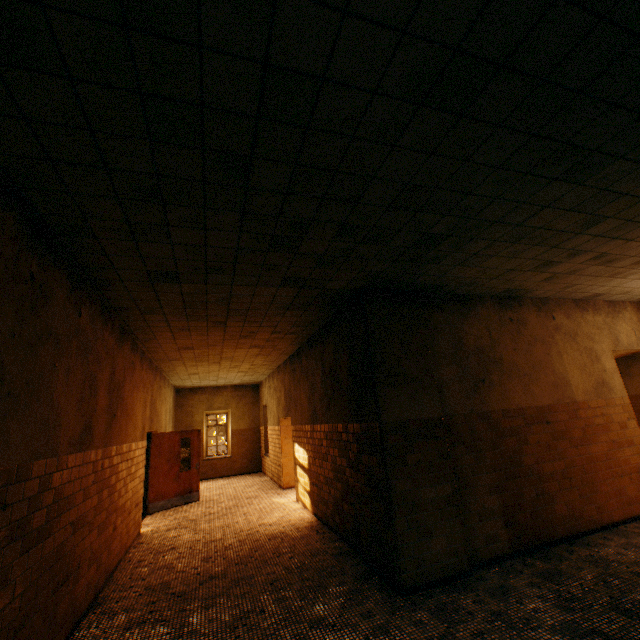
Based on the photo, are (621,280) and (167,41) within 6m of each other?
no

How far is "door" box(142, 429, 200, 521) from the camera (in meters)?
9.00

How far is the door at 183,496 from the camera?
9.0 meters
